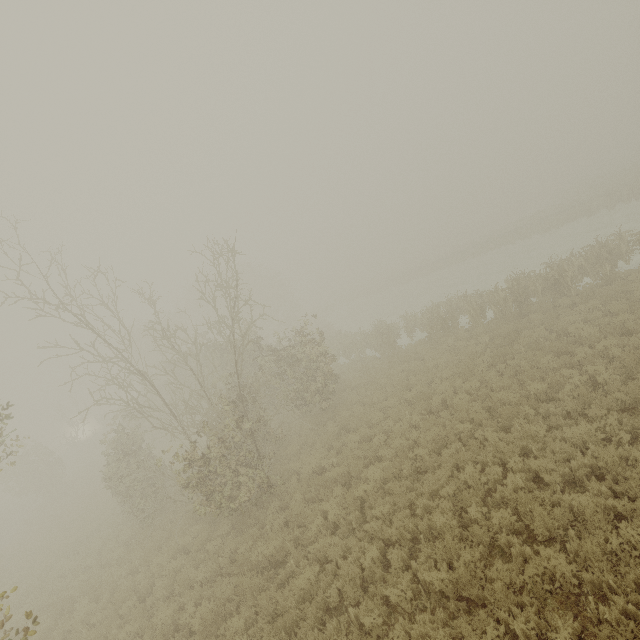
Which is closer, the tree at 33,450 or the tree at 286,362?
the tree at 286,362

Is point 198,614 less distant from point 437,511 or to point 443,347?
point 437,511

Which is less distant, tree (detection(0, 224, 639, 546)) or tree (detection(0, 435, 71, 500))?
tree (detection(0, 224, 639, 546))
